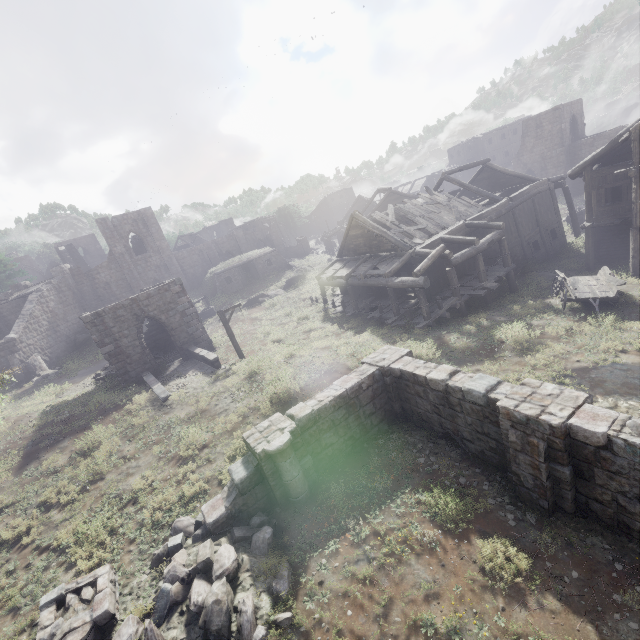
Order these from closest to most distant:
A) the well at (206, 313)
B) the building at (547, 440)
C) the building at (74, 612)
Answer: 1. the building at (547, 440)
2. the building at (74, 612)
3. the well at (206, 313)

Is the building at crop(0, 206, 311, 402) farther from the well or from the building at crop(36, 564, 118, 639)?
the building at crop(36, 564, 118, 639)

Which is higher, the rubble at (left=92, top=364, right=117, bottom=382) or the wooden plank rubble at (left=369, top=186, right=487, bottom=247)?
the wooden plank rubble at (left=369, top=186, right=487, bottom=247)

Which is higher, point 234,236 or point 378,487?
point 234,236

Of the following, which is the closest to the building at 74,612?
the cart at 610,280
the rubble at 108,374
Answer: the rubble at 108,374

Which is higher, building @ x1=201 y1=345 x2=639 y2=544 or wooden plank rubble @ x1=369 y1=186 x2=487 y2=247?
wooden plank rubble @ x1=369 y1=186 x2=487 y2=247

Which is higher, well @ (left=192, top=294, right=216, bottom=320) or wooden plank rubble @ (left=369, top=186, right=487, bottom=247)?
wooden plank rubble @ (left=369, top=186, right=487, bottom=247)

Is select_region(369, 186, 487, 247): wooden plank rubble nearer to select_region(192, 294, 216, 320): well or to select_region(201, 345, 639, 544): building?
select_region(201, 345, 639, 544): building
